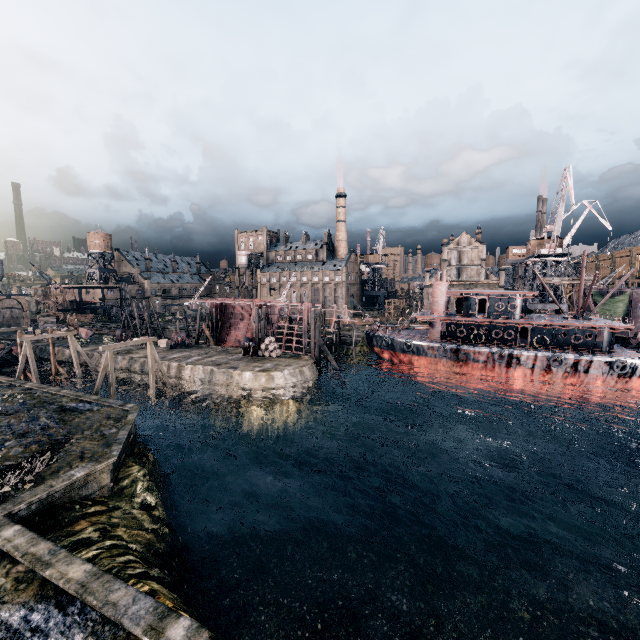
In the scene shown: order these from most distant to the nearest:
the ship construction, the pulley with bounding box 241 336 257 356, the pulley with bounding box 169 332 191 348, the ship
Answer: the ship construction < the pulley with bounding box 169 332 191 348 < the pulley with bounding box 241 336 257 356 < the ship

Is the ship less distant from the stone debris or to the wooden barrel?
the wooden barrel

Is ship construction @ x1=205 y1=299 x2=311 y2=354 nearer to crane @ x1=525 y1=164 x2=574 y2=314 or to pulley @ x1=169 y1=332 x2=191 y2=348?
pulley @ x1=169 y1=332 x2=191 y2=348

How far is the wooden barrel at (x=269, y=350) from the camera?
42.9m

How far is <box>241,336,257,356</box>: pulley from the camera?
43.6m

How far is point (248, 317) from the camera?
59.6 meters

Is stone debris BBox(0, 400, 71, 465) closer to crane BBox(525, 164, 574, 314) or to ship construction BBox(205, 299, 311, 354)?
ship construction BBox(205, 299, 311, 354)

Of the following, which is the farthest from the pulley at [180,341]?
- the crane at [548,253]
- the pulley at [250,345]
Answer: the crane at [548,253]
